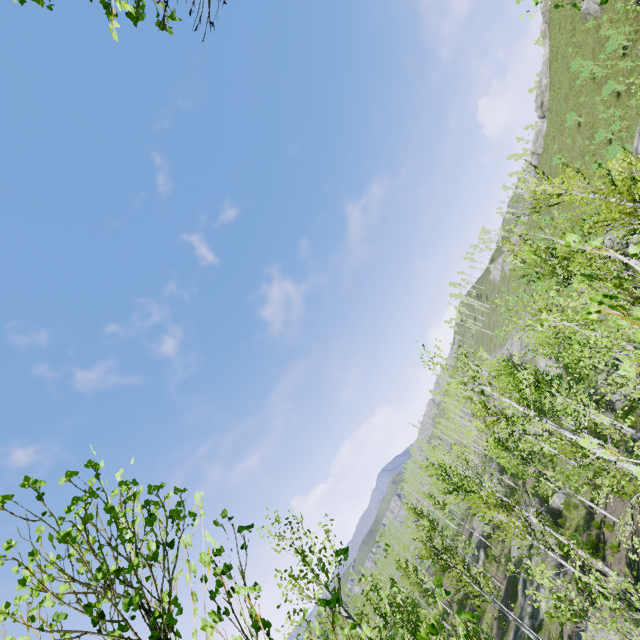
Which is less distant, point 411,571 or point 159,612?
point 159,612

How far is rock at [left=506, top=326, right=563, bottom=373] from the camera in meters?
45.3 m

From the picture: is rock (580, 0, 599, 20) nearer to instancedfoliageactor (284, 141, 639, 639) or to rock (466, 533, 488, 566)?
instancedfoliageactor (284, 141, 639, 639)

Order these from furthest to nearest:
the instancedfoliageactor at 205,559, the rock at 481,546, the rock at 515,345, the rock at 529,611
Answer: the rock at 515,345 < the rock at 481,546 < the rock at 529,611 < the instancedfoliageactor at 205,559

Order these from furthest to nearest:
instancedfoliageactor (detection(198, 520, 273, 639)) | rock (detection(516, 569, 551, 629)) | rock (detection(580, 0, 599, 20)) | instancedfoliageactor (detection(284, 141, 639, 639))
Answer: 1. rock (detection(580, 0, 599, 20))
2. rock (detection(516, 569, 551, 629))
3. instancedfoliageactor (detection(284, 141, 639, 639))
4. instancedfoliageactor (detection(198, 520, 273, 639))

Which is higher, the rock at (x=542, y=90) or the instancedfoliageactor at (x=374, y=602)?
the rock at (x=542, y=90)

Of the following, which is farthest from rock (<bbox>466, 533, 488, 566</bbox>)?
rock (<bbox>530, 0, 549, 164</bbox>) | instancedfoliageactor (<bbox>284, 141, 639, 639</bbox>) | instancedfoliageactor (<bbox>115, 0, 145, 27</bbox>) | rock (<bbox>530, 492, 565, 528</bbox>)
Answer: instancedfoliageactor (<bbox>115, 0, 145, 27</bbox>)

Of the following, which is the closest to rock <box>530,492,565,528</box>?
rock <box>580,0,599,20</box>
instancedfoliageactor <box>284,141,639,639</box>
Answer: instancedfoliageactor <box>284,141,639,639</box>
